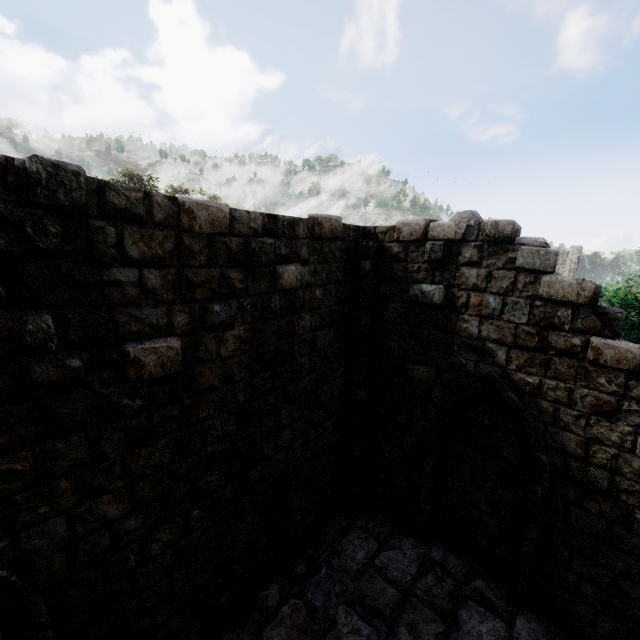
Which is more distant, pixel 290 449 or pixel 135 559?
pixel 290 449
